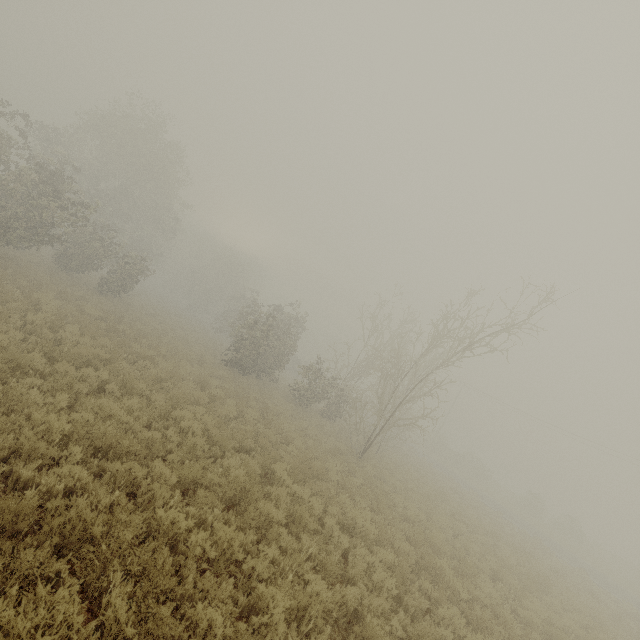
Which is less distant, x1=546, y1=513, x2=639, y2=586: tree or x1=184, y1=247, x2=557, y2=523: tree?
x1=184, y1=247, x2=557, y2=523: tree

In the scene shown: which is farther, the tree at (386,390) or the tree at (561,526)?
the tree at (561,526)

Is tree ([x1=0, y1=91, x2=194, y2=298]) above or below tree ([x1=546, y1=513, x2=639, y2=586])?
above

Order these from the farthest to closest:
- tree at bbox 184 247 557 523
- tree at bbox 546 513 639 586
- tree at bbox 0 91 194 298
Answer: tree at bbox 546 513 639 586 < tree at bbox 0 91 194 298 < tree at bbox 184 247 557 523

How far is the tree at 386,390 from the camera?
16.7m

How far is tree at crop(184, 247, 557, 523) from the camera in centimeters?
1666cm

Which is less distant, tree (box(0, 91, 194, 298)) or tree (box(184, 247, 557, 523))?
tree (box(184, 247, 557, 523))

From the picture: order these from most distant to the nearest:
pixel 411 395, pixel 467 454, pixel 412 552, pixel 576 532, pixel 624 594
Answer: pixel 467 454
pixel 576 532
pixel 411 395
pixel 624 594
pixel 412 552
